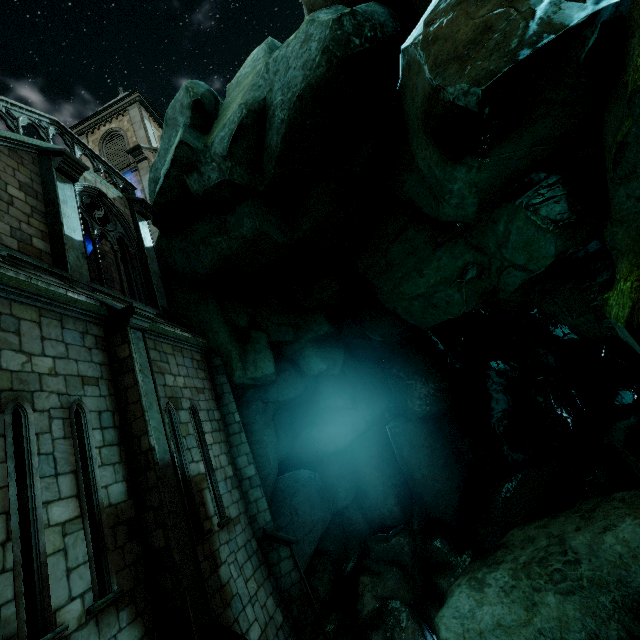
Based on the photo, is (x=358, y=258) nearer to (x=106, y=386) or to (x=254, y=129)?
(x=254, y=129)

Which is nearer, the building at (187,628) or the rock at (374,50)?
the building at (187,628)

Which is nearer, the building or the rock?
the building
